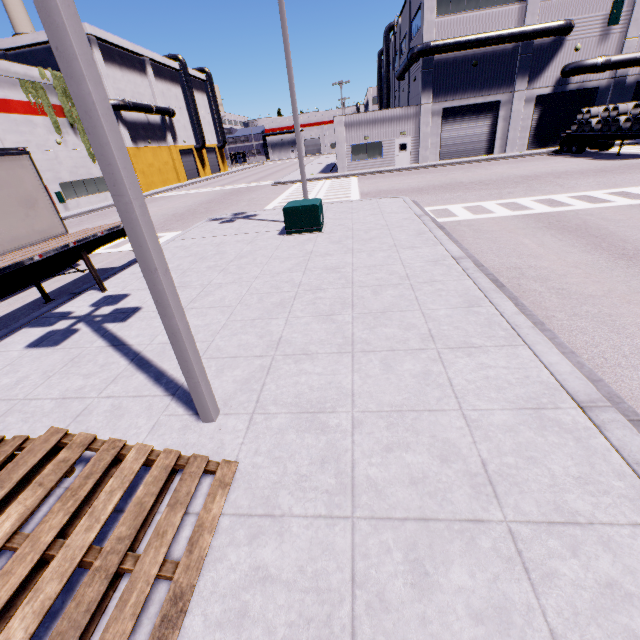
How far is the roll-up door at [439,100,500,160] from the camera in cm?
2945

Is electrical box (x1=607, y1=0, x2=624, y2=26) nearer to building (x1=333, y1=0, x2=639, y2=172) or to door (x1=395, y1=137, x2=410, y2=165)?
building (x1=333, y1=0, x2=639, y2=172)

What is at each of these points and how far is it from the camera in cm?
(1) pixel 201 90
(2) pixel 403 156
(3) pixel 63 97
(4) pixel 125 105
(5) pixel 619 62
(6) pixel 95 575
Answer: (1) building, 5712
(2) door, 3162
(3) tree, 2878
(4) pipe, 3541
(5) pipe, 2569
(6) pallet, 234

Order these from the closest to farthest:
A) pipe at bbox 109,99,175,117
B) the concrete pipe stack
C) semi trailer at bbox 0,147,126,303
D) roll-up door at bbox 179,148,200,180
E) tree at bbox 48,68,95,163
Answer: semi trailer at bbox 0,147,126,303
the concrete pipe stack
tree at bbox 48,68,95,163
pipe at bbox 109,99,175,117
roll-up door at bbox 179,148,200,180

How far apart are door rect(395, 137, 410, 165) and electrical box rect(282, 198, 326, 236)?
23.4 meters

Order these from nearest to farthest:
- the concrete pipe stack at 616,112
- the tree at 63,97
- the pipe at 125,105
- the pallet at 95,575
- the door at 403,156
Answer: the pallet at 95,575, the concrete pipe stack at 616,112, the tree at 63,97, the door at 403,156, the pipe at 125,105

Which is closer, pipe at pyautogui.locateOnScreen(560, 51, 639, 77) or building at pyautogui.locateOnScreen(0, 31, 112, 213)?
building at pyautogui.locateOnScreen(0, 31, 112, 213)

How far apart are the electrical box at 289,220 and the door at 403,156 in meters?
23.4 m
